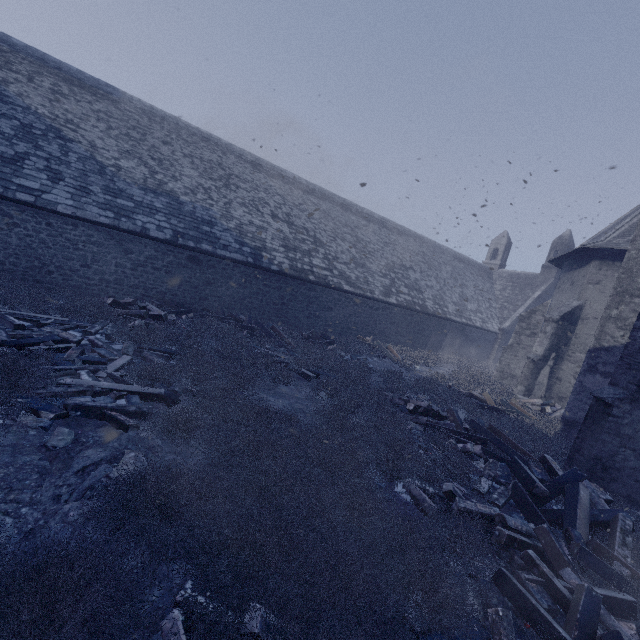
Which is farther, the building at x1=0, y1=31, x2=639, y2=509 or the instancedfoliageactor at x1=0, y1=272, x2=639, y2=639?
the building at x1=0, y1=31, x2=639, y2=509

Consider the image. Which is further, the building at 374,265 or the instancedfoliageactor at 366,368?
the building at 374,265

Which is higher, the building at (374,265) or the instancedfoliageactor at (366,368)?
the building at (374,265)

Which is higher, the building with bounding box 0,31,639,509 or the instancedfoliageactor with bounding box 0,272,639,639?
the building with bounding box 0,31,639,509

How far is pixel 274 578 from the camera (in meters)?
2.68
